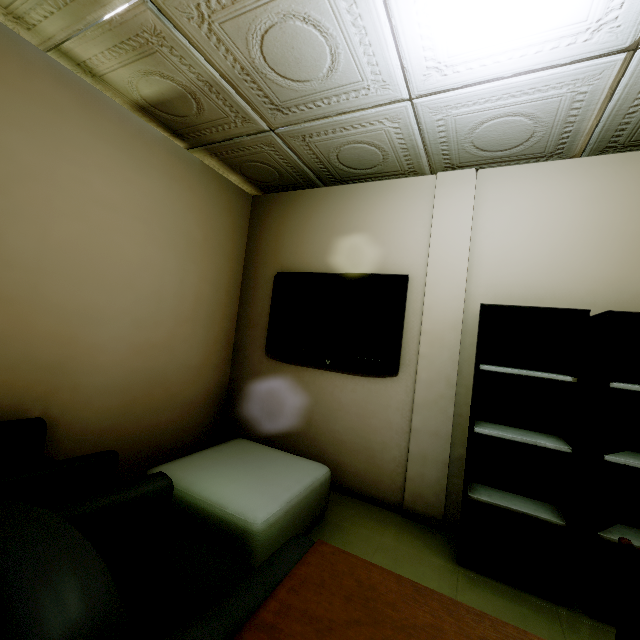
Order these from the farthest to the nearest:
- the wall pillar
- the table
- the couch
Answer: the wall pillar < the table < the couch

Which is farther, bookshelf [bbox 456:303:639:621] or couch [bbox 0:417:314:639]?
bookshelf [bbox 456:303:639:621]

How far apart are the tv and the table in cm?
82

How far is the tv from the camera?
2.69m

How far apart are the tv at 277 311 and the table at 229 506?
0.82m

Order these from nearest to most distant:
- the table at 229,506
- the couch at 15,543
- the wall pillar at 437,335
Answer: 1. the couch at 15,543
2. the table at 229,506
3. the wall pillar at 437,335

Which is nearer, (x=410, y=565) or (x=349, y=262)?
(x=410, y=565)

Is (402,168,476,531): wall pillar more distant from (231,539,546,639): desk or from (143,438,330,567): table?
(231,539,546,639): desk
